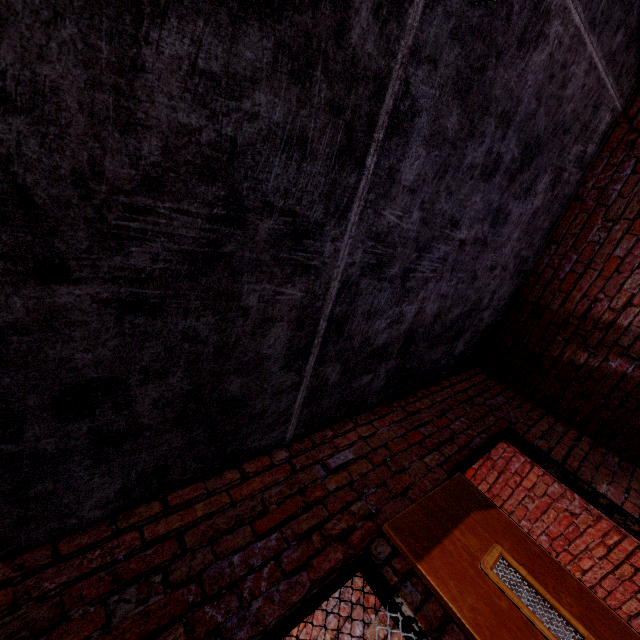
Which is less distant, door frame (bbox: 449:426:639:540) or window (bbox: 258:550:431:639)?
window (bbox: 258:550:431:639)

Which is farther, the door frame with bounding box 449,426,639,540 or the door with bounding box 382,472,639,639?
the door frame with bounding box 449,426,639,540

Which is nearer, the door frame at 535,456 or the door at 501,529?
the door at 501,529

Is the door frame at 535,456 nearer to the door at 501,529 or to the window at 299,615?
the door at 501,529

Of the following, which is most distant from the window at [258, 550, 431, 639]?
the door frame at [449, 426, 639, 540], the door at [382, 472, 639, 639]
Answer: the door frame at [449, 426, 639, 540]

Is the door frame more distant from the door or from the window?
the window

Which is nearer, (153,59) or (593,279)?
(153,59)
